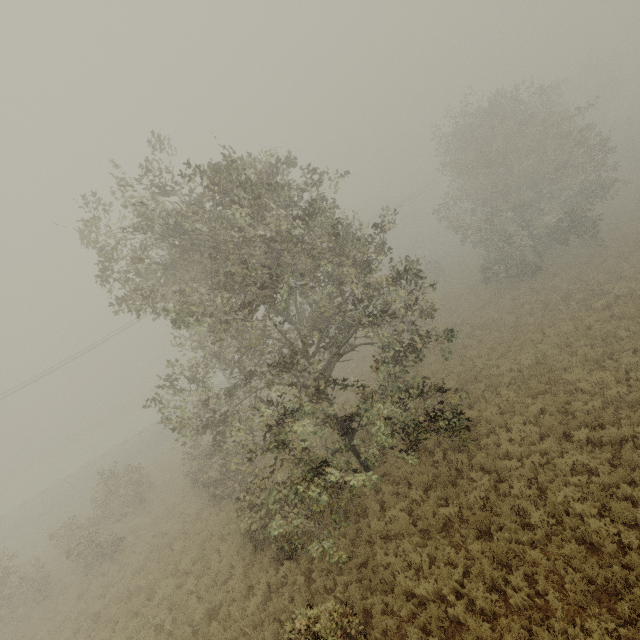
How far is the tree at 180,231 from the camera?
8.5m

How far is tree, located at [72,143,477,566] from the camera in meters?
8.5 m

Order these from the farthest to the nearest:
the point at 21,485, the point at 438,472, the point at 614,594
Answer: the point at 21,485 → the point at 438,472 → the point at 614,594
